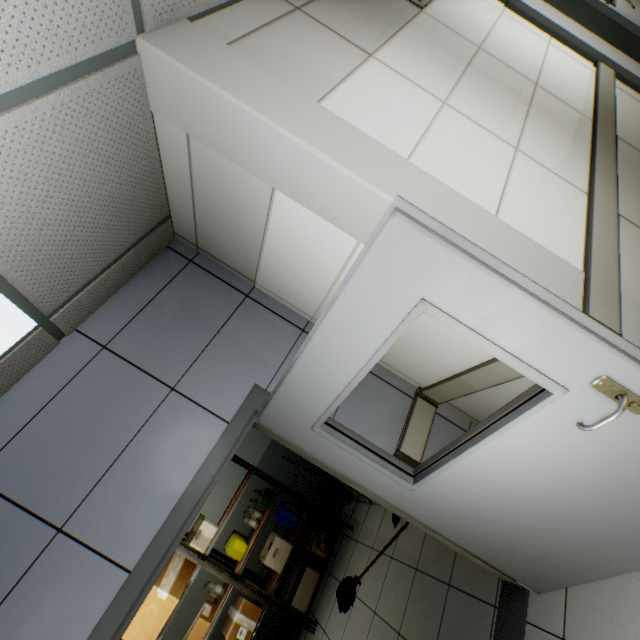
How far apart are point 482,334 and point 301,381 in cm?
87

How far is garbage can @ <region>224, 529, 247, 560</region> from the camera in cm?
428

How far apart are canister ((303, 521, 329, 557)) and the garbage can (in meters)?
0.97

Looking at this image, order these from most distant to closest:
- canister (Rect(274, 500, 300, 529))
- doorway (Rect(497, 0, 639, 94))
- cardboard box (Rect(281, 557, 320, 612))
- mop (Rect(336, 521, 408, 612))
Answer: canister (Rect(274, 500, 300, 529)), cardboard box (Rect(281, 557, 320, 612)), mop (Rect(336, 521, 408, 612)), doorway (Rect(497, 0, 639, 94))

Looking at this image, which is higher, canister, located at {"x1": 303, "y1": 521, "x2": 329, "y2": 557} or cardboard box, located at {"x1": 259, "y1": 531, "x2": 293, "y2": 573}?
cardboard box, located at {"x1": 259, "y1": 531, "x2": 293, "y2": 573}

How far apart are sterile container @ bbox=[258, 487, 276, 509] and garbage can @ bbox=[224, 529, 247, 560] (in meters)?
0.55

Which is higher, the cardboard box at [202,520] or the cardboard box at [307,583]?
the cardboard box at [202,520]

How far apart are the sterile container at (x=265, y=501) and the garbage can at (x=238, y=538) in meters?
0.6
